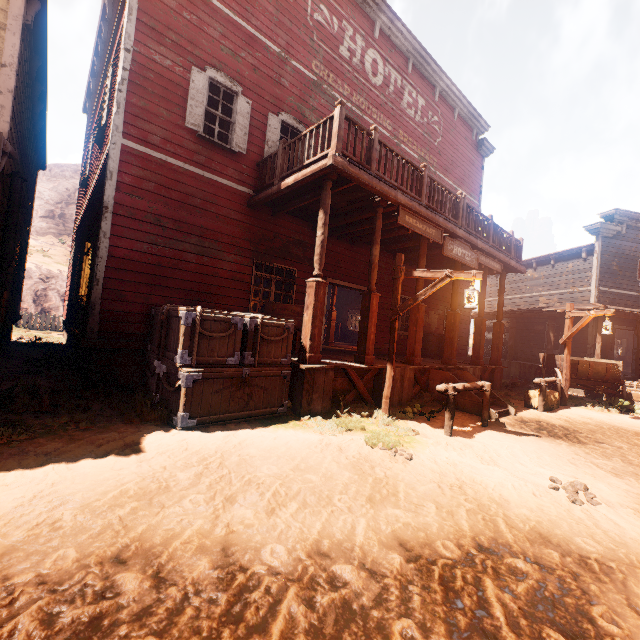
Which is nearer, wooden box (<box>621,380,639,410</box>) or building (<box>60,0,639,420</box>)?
building (<box>60,0,639,420</box>)

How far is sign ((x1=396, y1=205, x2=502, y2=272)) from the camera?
7.3m

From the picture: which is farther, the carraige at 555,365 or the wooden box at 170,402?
the carraige at 555,365

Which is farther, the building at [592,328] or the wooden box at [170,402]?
the building at [592,328]

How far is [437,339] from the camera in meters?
13.2 m

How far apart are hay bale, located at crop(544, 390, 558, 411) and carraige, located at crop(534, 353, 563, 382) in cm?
143

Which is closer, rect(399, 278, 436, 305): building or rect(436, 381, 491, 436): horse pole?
rect(436, 381, 491, 436): horse pole

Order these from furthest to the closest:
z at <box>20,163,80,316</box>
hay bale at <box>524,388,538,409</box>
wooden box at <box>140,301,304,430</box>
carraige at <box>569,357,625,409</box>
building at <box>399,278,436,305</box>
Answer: z at <box>20,163,80,316</box> < carraige at <box>569,357,625,409</box> < hay bale at <box>524,388,538,409</box> < building at <box>399,278,436,305</box> < wooden box at <box>140,301,304,430</box>
